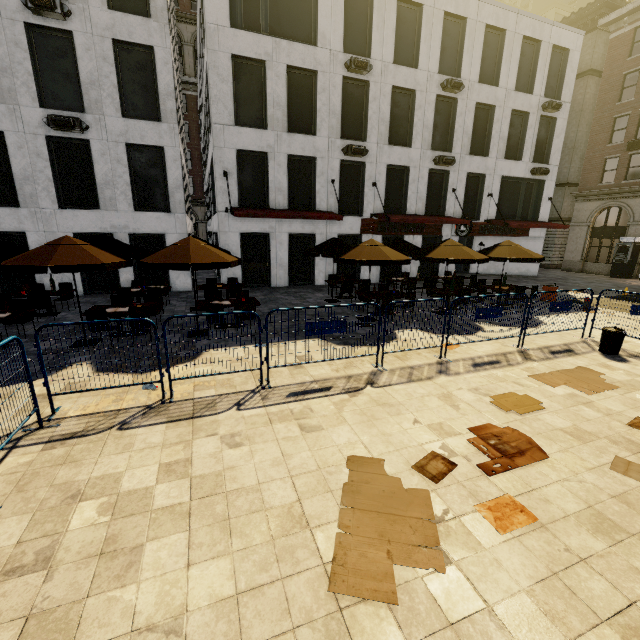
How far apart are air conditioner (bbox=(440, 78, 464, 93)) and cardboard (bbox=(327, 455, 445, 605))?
21.6m

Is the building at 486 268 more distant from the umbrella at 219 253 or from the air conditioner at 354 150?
the umbrella at 219 253

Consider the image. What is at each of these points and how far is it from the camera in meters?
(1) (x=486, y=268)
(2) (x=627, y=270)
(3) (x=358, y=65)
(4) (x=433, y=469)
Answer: (1) building, 26.2 m
(2) atm, 25.0 m
(3) air conditioner, 16.3 m
(4) cardboard, 4.4 m

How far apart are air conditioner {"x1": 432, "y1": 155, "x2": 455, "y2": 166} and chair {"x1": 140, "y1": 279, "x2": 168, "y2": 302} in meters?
17.1 m

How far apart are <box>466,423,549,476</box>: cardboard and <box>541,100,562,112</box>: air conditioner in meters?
25.2

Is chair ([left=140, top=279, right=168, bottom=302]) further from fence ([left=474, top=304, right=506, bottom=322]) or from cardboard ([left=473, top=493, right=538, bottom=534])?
cardboard ([left=473, top=493, right=538, bottom=534])

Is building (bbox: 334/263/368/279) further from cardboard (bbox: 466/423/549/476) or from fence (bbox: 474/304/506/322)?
cardboard (bbox: 466/423/549/476)

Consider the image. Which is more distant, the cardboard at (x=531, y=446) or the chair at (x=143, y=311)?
the chair at (x=143, y=311)
